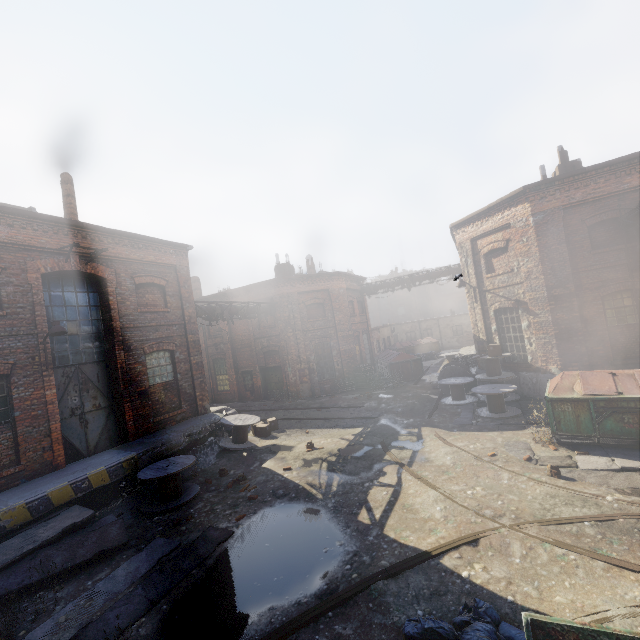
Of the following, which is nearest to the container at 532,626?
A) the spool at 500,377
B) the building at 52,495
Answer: the building at 52,495

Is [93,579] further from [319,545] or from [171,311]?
[171,311]

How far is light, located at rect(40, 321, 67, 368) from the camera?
8.9 meters

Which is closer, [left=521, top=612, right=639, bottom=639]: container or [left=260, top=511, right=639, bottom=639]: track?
[left=521, top=612, right=639, bottom=639]: container

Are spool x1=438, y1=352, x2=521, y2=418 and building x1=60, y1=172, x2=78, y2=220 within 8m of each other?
no

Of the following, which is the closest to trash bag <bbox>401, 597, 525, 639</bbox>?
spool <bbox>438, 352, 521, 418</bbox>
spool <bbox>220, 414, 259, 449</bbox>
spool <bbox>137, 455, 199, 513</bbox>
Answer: spool <bbox>137, 455, 199, 513</bbox>

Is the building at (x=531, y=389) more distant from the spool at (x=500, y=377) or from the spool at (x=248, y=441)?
the spool at (x=248, y=441)

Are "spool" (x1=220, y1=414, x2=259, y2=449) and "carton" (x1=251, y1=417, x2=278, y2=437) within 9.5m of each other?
yes
